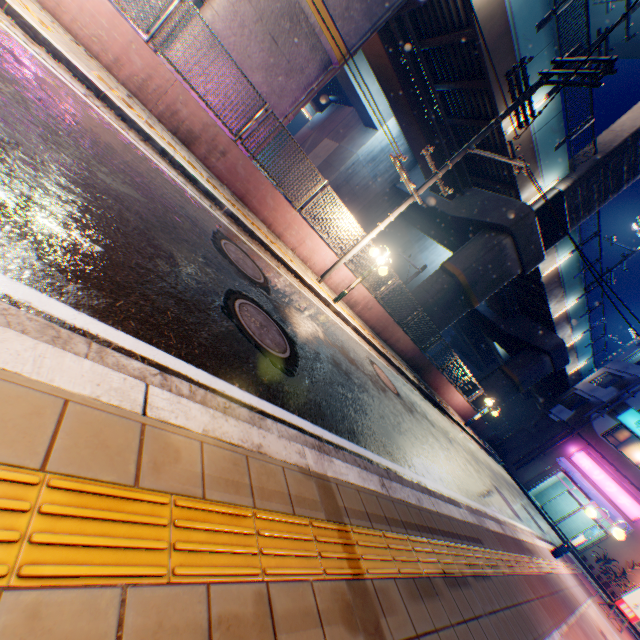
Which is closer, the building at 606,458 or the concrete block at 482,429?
the building at 606,458

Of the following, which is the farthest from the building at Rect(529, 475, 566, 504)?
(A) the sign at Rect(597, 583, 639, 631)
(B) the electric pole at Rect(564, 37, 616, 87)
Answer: (B) the electric pole at Rect(564, 37, 616, 87)

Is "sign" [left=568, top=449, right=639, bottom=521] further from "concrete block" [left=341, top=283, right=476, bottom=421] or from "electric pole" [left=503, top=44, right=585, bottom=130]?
"electric pole" [left=503, top=44, right=585, bottom=130]

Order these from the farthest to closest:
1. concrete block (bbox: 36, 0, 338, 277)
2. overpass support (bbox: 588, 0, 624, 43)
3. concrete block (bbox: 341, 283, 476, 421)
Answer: overpass support (bbox: 588, 0, 624, 43)
concrete block (bbox: 341, 283, 476, 421)
concrete block (bbox: 36, 0, 338, 277)

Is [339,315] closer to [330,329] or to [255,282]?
[330,329]

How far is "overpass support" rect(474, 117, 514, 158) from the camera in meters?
13.0

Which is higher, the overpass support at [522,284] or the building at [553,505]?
the overpass support at [522,284]
